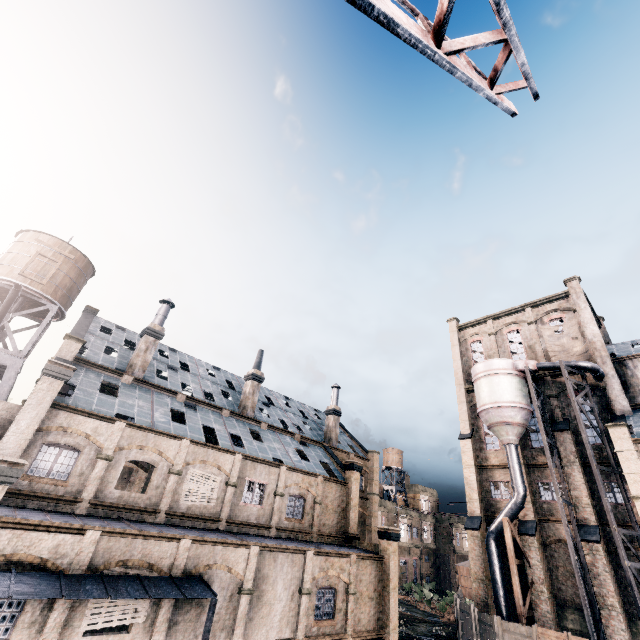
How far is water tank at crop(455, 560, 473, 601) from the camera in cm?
4338

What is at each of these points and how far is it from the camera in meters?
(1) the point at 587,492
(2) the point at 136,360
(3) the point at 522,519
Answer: (1) building, 27.2 m
(2) chimney, 27.0 m
(3) building, 29.5 m

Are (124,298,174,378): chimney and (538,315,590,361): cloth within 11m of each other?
no

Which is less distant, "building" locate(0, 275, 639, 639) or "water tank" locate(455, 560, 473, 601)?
"building" locate(0, 275, 639, 639)

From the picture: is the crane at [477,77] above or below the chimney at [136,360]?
below

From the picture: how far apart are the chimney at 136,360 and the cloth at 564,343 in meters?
39.5

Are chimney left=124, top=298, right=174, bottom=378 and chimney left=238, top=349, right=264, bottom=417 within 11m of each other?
yes

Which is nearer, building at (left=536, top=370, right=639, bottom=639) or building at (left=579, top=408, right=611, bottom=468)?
building at (left=536, top=370, right=639, bottom=639)
